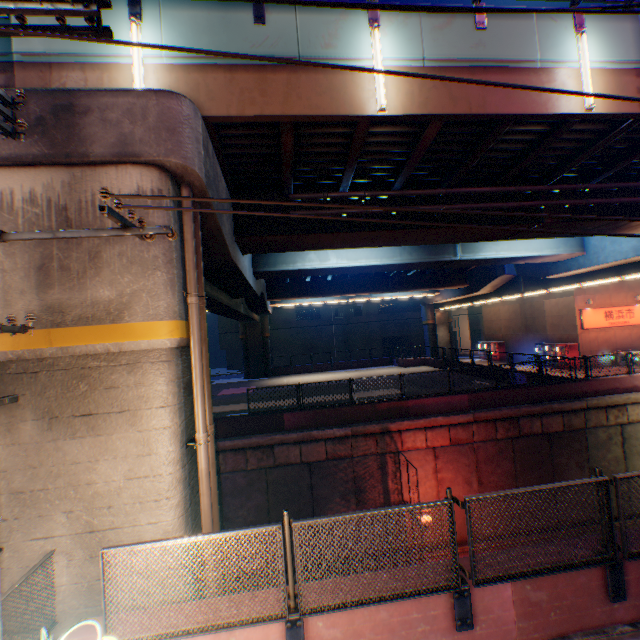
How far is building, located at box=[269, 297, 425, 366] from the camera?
47.5 meters

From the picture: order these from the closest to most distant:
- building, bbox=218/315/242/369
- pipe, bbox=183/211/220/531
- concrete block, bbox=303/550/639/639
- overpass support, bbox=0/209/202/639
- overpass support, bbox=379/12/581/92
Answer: Answer: concrete block, bbox=303/550/639/639, overpass support, bbox=0/209/202/639, pipe, bbox=183/211/220/531, overpass support, bbox=379/12/581/92, building, bbox=218/315/242/369

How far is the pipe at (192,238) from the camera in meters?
6.1 m

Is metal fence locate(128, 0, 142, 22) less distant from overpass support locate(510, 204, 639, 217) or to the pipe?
overpass support locate(510, 204, 639, 217)

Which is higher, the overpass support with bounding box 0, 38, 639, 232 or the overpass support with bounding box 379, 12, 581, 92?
the overpass support with bounding box 379, 12, 581, 92

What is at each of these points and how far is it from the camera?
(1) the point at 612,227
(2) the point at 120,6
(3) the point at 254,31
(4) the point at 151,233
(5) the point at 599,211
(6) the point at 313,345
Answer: (1) overpass support, 12.4m
(2) overpass support, 6.5m
(3) overpass support, 6.8m
(4) electric pole, 4.1m
(5) overpass support, 11.4m
(6) building, 47.8m

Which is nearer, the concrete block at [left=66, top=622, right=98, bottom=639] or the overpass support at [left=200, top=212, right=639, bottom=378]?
the concrete block at [left=66, top=622, right=98, bottom=639]

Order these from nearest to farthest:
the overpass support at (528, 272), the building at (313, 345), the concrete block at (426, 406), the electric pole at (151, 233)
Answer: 1. the electric pole at (151, 233)
2. the overpass support at (528, 272)
3. the concrete block at (426, 406)
4. the building at (313, 345)
